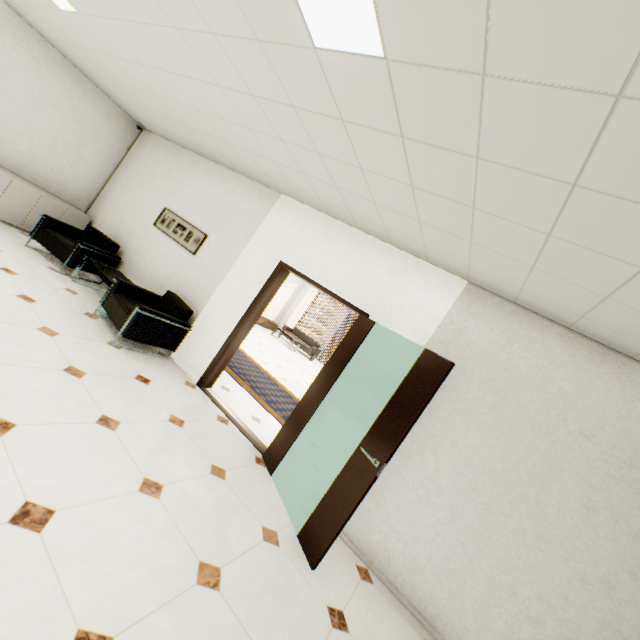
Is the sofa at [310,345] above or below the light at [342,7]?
below

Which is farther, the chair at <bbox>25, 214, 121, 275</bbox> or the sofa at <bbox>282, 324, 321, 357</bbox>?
the sofa at <bbox>282, 324, 321, 357</bbox>

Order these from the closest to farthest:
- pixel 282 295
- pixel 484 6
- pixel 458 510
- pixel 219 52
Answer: pixel 484 6 < pixel 219 52 < pixel 458 510 < pixel 282 295

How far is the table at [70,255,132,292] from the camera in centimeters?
489cm

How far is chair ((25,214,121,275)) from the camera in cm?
516

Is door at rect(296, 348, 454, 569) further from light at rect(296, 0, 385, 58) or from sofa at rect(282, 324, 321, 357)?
sofa at rect(282, 324, 321, 357)

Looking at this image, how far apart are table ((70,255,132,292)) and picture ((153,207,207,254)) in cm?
103

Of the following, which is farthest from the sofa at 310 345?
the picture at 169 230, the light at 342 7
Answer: the light at 342 7
